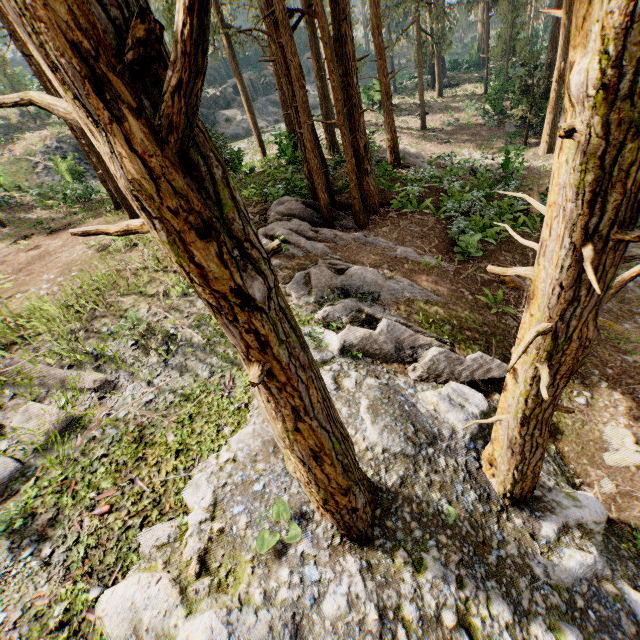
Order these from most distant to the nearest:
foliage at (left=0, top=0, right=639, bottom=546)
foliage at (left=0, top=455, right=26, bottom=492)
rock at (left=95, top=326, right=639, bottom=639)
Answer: foliage at (left=0, top=455, right=26, bottom=492) < rock at (left=95, top=326, right=639, bottom=639) < foliage at (left=0, top=0, right=639, bottom=546)

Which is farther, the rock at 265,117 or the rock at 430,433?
the rock at 265,117

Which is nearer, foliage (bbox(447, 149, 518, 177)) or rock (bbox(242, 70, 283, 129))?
foliage (bbox(447, 149, 518, 177))

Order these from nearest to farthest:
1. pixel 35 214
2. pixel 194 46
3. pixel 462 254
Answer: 1. pixel 194 46
2. pixel 462 254
3. pixel 35 214

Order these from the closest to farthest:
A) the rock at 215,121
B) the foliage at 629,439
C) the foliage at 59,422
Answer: the foliage at 59,422 < the foliage at 629,439 < the rock at 215,121

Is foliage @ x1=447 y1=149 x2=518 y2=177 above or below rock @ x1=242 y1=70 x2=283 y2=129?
below

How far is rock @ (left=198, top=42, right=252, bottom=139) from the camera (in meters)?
41.47
